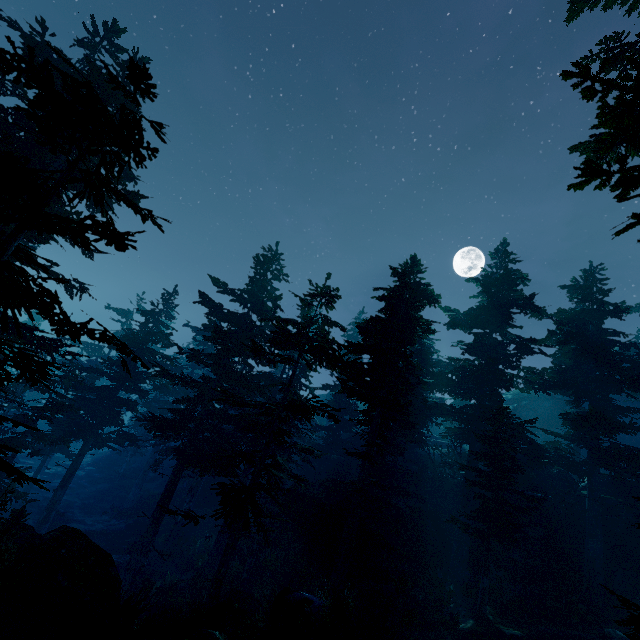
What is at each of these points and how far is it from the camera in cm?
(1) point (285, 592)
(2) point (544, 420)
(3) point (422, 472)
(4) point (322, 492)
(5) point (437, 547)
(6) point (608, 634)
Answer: (1) rock, 1142
(2) rock, 4594
(3) tree, 2708
(4) rock, 2052
(5) rock, 2064
(6) rock, 1520

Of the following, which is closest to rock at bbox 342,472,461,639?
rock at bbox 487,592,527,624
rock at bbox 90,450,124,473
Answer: rock at bbox 487,592,527,624

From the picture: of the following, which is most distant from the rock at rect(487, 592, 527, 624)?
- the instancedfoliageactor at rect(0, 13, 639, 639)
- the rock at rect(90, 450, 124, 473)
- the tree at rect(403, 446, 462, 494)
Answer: the rock at rect(90, 450, 124, 473)

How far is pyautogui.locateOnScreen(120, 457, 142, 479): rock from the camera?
37.9m

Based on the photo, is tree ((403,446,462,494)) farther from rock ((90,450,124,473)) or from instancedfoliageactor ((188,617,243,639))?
rock ((90,450,124,473))

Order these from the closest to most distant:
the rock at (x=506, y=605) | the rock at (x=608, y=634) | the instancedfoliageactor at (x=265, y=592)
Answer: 1. the rock at (x=608, y=634)
2. the rock at (x=506, y=605)
3. the instancedfoliageactor at (x=265, y=592)

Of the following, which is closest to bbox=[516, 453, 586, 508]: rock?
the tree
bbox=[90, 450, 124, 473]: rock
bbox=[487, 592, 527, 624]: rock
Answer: the tree

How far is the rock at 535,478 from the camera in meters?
24.1 m
